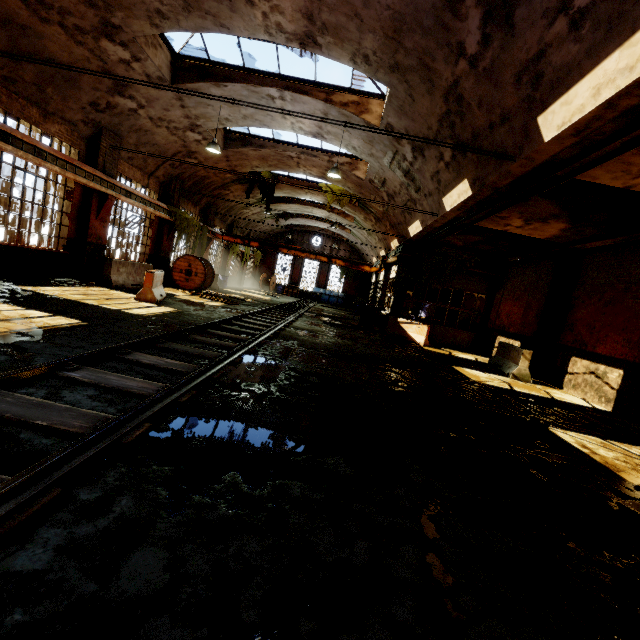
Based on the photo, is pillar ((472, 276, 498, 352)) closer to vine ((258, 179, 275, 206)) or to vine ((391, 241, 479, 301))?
vine ((391, 241, 479, 301))

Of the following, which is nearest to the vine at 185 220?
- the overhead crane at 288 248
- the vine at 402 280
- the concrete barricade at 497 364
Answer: the overhead crane at 288 248

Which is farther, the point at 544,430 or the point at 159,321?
the point at 159,321

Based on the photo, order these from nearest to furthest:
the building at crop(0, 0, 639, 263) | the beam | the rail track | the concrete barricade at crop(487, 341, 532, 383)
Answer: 1. the rail track
2. the building at crop(0, 0, 639, 263)
3. the beam
4. the concrete barricade at crop(487, 341, 532, 383)

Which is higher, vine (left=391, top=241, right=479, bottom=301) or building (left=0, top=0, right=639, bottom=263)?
building (left=0, top=0, right=639, bottom=263)

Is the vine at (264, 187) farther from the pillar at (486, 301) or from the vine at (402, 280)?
the pillar at (486, 301)

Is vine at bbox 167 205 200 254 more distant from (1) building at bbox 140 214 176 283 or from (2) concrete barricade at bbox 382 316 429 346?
(2) concrete barricade at bbox 382 316 429 346

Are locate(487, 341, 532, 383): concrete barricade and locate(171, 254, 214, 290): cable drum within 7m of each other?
no
